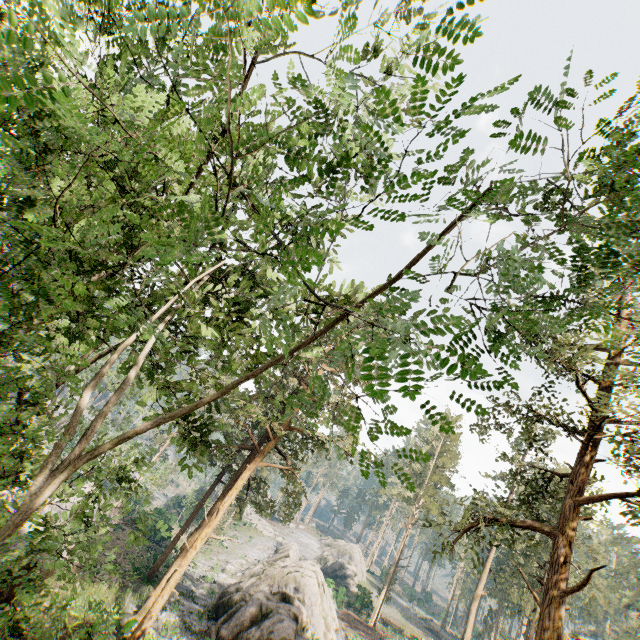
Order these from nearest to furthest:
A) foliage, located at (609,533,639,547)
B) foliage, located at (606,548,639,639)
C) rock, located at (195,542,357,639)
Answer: rock, located at (195,542,357,639) → foliage, located at (606,548,639,639) → foliage, located at (609,533,639,547)

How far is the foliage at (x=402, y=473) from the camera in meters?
2.5 m

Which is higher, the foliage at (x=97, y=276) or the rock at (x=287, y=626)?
the foliage at (x=97, y=276)

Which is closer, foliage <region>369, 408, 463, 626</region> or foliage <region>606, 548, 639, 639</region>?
foliage <region>369, 408, 463, 626</region>

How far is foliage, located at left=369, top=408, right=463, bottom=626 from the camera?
2.50m

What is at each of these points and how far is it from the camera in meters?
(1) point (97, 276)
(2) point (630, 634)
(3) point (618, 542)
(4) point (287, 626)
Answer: (1) foliage, 10.1 m
(2) foliage, 59.8 m
(3) foliage, 47.9 m
(4) rock, 20.4 m
